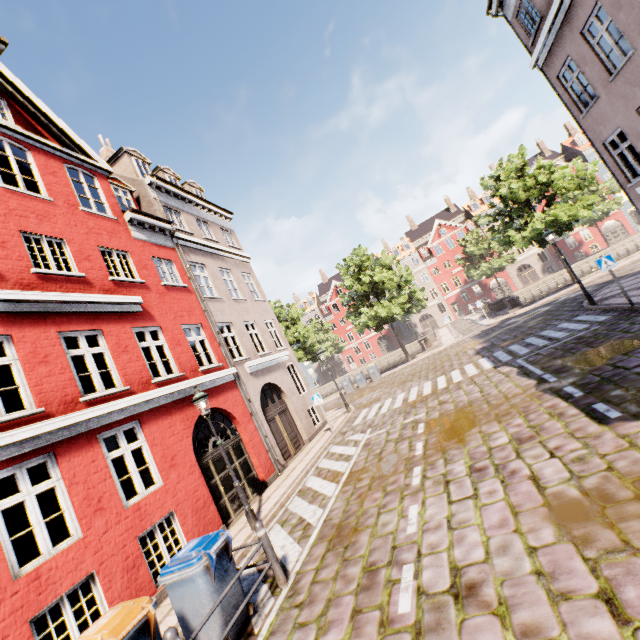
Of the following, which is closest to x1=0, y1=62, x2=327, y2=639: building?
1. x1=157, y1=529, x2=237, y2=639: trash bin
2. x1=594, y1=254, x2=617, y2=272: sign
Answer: x1=594, y1=254, x2=617, y2=272: sign

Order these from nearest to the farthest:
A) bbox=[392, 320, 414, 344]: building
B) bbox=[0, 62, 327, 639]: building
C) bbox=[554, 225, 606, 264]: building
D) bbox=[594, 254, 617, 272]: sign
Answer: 1. bbox=[0, 62, 327, 639]: building
2. bbox=[594, 254, 617, 272]: sign
3. bbox=[554, 225, 606, 264]: building
4. bbox=[392, 320, 414, 344]: building

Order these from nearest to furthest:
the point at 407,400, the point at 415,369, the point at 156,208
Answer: the point at 156,208
the point at 407,400
the point at 415,369

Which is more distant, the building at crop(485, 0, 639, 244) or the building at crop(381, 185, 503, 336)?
the building at crop(381, 185, 503, 336)

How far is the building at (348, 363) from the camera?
56.1 meters

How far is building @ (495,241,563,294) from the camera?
47.7 meters

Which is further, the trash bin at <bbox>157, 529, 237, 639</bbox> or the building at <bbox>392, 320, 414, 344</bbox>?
the building at <bbox>392, 320, 414, 344</bbox>

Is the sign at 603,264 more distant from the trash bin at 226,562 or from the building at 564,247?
the trash bin at 226,562
